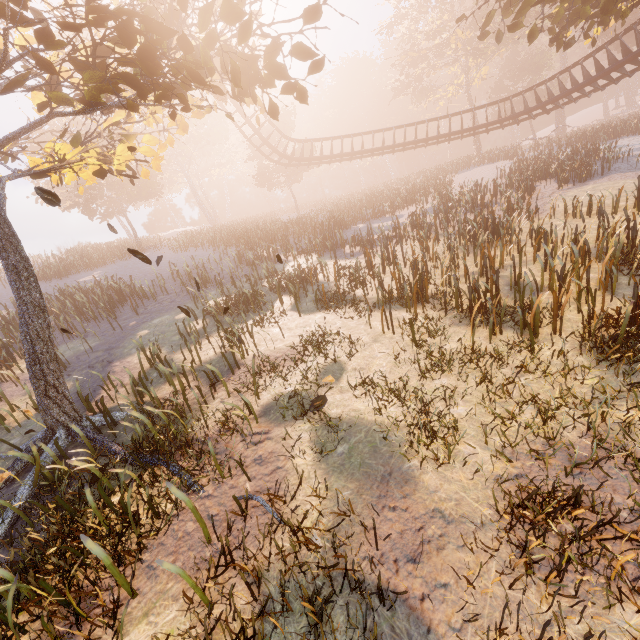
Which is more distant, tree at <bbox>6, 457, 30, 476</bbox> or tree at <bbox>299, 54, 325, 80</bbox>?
tree at <bbox>6, 457, 30, 476</bbox>

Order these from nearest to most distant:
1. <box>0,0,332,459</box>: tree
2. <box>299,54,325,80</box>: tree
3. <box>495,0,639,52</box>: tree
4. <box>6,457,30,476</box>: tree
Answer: <box>0,0,332,459</box>: tree
<box>299,54,325,80</box>: tree
<box>6,457,30,476</box>: tree
<box>495,0,639,52</box>: tree

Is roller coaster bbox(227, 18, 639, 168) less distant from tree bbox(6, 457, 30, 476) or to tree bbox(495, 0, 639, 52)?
Result: tree bbox(495, 0, 639, 52)

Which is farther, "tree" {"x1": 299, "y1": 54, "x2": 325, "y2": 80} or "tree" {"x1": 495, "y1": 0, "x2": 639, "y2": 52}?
"tree" {"x1": 495, "y1": 0, "x2": 639, "y2": 52}

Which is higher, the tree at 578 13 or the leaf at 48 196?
the tree at 578 13

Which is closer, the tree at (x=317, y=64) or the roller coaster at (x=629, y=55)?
the tree at (x=317, y=64)

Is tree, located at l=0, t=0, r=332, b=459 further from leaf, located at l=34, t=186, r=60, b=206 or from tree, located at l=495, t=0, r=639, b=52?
tree, located at l=495, t=0, r=639, b=52

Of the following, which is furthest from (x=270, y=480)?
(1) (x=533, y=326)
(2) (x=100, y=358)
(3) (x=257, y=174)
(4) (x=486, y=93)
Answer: (4) (x=486, y=93)
